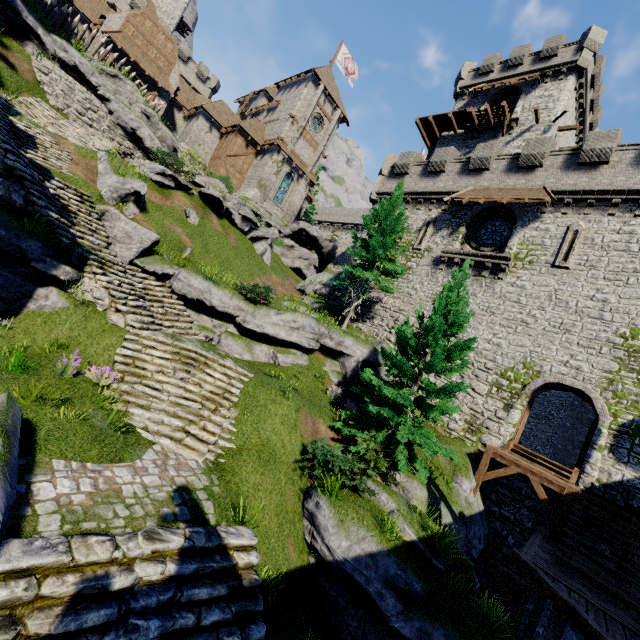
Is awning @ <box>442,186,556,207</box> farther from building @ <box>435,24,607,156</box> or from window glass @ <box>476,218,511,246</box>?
building @ <box>435,24,607,156</box>

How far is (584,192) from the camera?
17.12m

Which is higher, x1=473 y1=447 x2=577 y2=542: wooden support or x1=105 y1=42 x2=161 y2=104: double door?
x1=105 y1=42 x2=161 y2=104: double door

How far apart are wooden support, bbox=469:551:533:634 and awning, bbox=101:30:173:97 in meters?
40.2

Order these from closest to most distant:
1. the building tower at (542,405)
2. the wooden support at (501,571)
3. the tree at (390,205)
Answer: the wooden support at (501,571), the tree at (390,205), the building tower at (542,405)

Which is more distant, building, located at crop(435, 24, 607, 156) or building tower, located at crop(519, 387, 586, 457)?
building tower, located at crop(519, 387, 586, 457)

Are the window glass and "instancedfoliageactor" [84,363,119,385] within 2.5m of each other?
no

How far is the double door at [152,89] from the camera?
27.42m
